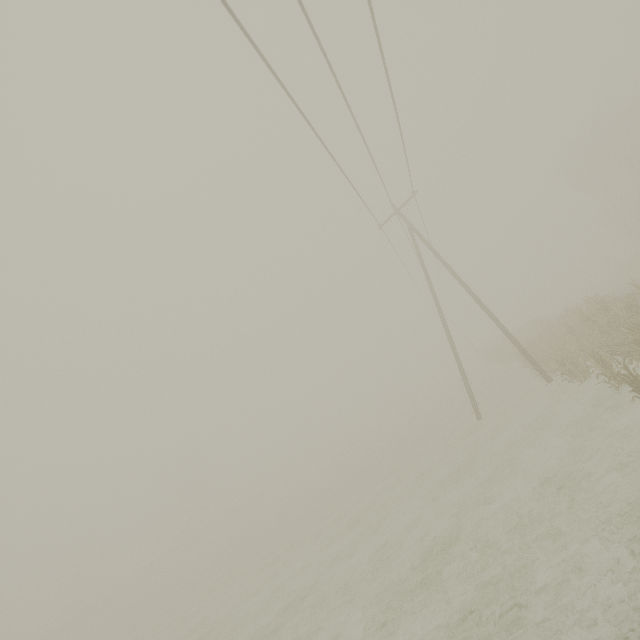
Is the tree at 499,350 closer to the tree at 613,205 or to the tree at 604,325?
the tree at 604,325

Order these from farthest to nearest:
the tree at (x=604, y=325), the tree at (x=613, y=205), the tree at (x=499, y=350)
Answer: the tree at (x=613, y=205) < the tree at (x=499, y=350) < the tree at (x=604, y=325)

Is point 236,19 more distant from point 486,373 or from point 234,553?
point 486,373

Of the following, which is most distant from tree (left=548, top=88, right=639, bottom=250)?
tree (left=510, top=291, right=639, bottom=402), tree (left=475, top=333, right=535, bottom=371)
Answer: tree (left=510, top=291, right=639, bottom=402)

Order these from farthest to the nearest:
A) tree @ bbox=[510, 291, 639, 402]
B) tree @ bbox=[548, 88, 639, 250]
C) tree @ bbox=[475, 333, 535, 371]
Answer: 1. tree @ bbox=[548, 88, 639, 250]
2. tree @ bbox=[475, 333, 535, 371]
3. tree @ bbox=[510, 291, 639, 402]

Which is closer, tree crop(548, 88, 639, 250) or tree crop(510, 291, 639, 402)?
tree crop(510, 291, 639, 402)
